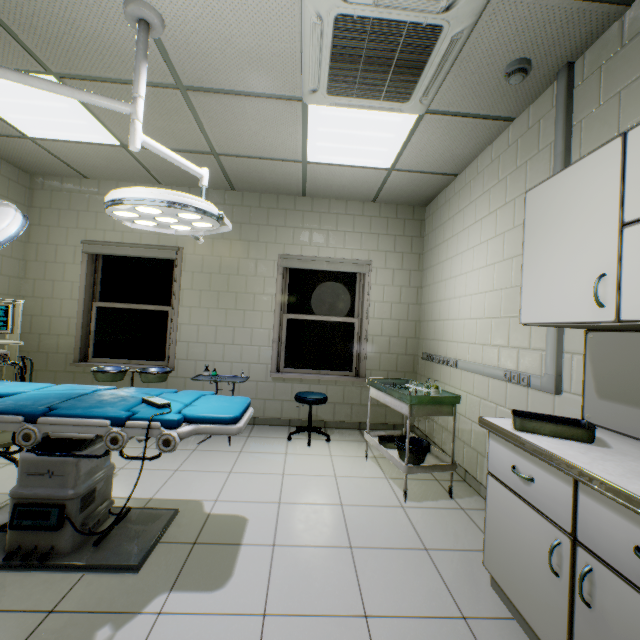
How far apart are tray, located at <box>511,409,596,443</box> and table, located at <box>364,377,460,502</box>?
1.0 meters

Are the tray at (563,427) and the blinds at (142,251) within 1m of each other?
no

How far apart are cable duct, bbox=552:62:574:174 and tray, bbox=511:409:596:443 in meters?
1.5 m

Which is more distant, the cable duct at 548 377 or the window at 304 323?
the window at 304 323

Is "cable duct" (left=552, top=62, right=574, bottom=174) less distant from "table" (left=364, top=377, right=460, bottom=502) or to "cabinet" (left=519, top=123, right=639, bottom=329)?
"cabinet" (left=519, top=123, right=639, bottom=329)

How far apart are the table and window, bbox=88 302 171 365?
2.9m

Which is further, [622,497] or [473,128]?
[473,128]

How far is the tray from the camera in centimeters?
148cm
